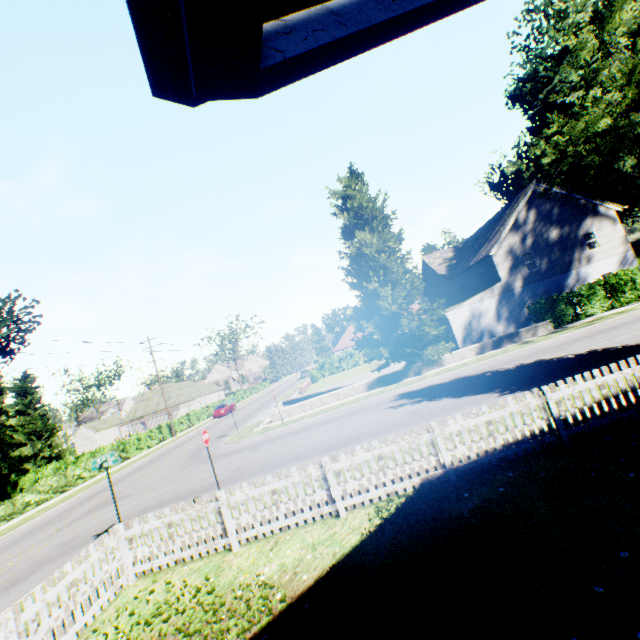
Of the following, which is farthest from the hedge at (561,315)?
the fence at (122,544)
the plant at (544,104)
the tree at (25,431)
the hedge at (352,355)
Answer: the tree at (25,431)

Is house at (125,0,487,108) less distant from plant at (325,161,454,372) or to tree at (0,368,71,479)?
plant at (325,161,454,372)

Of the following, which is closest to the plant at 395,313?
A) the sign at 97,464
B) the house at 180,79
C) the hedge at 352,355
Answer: the house at 180,79

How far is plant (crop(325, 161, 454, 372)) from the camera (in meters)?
21.59

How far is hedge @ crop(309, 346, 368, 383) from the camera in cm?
4712

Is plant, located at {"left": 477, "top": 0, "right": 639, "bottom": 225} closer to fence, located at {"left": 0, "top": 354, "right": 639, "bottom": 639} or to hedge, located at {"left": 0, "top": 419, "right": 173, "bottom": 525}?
fence, located at {"left": 0, "top": 354, "right": 639, "bottom": 639}

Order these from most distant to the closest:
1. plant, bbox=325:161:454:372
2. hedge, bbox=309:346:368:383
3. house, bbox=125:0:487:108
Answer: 1. hedge, bbox=309:346:368:383
2. plant, bbox=325:161:454:372
3. house, bbox=125:0:487:108

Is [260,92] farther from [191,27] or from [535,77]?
[535,77]
